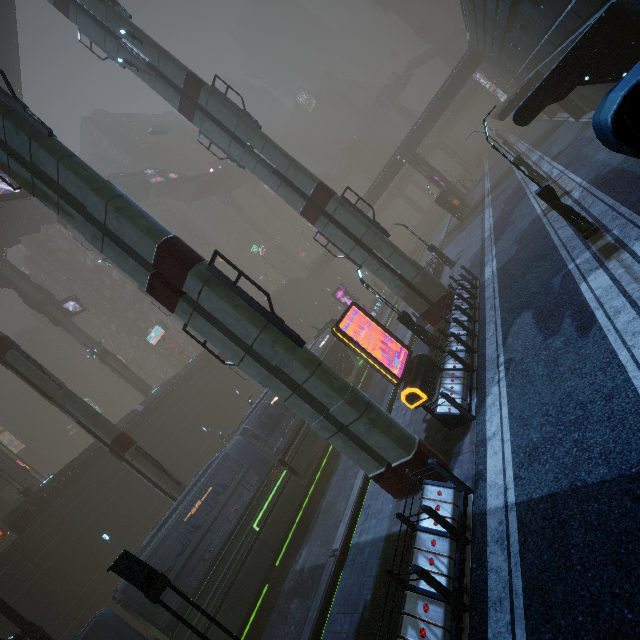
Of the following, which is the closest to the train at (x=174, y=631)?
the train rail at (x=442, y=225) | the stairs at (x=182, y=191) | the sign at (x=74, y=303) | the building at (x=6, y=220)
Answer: the train rail at (x=442, y=225)

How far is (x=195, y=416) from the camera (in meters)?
34.88

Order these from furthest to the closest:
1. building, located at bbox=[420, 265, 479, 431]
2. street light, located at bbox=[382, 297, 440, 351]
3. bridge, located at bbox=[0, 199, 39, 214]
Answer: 1. bridge, located at bbox=[0, 199, 39, 214]
2. street light, located at bbox=[382, 297, 440, 351]
3. building, located at bbox=[420, 265, 479, 431]

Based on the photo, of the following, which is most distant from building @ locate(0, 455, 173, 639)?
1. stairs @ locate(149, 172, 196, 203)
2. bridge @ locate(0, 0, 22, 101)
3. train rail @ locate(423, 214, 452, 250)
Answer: stairs @ locate(149, 172, 196, 203)

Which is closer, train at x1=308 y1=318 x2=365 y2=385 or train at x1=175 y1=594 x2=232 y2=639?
train at x1=175 y1=594 x2=232 y2=639

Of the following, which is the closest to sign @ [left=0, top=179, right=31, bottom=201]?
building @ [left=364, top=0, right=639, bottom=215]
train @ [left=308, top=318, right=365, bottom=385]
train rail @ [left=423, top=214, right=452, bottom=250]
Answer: building @ [left=364, top=0, right=639, bottom=215]

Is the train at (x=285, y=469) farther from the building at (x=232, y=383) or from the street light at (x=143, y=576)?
the street light at (x=143, y=576)

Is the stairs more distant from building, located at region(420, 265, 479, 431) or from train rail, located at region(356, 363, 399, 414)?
train rail, located at region(356, 363, 399, 414)
